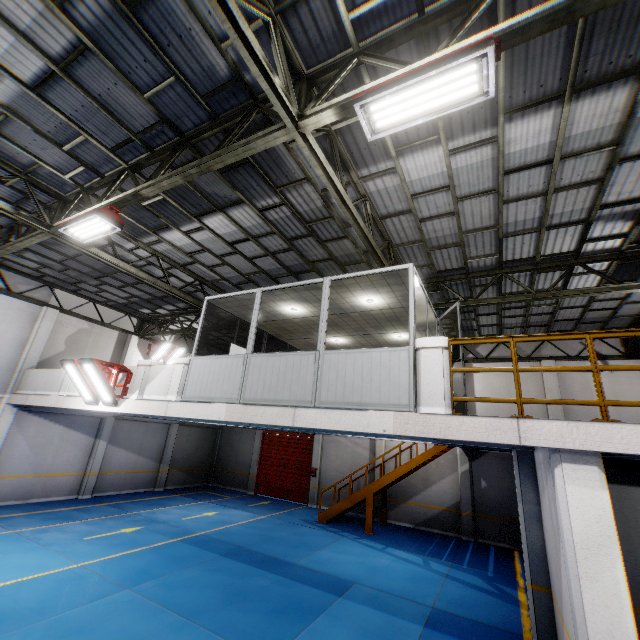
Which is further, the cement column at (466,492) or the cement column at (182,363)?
the cement column at (466,492)

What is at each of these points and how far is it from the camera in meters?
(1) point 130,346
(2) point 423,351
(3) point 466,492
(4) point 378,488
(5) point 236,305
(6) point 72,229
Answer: (1) cement column, 17.4 m
(2) cement column, 5.9 m
(3) cement column, 14.7 m
(4) metal stair, 14.1 m
(5) cieling, 9.6 m
(6) light, 7.5 m

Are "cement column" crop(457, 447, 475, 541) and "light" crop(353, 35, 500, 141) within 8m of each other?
no

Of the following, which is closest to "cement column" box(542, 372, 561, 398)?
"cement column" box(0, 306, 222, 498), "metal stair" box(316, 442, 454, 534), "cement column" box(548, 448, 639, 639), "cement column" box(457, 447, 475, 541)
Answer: "cement column" box(457, 447, 475, 541)

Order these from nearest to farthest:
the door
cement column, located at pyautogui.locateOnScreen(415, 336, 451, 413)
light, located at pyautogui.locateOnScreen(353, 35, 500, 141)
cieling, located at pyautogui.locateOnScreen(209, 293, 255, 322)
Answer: light, located at pyautogui.locateOnScreen(353, 35, 500, 141), cement column, located at pyautogui.locateOnScreen(415, 336, 451, 413), cieling, located at pyautogui.locateOnScreen(209, 293, 255, 322), the door

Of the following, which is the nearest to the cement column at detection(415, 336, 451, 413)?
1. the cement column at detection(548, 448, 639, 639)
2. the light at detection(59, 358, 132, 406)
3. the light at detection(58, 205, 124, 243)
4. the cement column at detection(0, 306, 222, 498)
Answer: the cement column at detection(548, 448, 639, 639)

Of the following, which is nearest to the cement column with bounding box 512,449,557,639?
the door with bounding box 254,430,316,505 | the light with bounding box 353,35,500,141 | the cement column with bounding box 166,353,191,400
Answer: the light with bounding box 353,35,500,141

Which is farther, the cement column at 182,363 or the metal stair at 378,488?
the metal stair at 378,488
